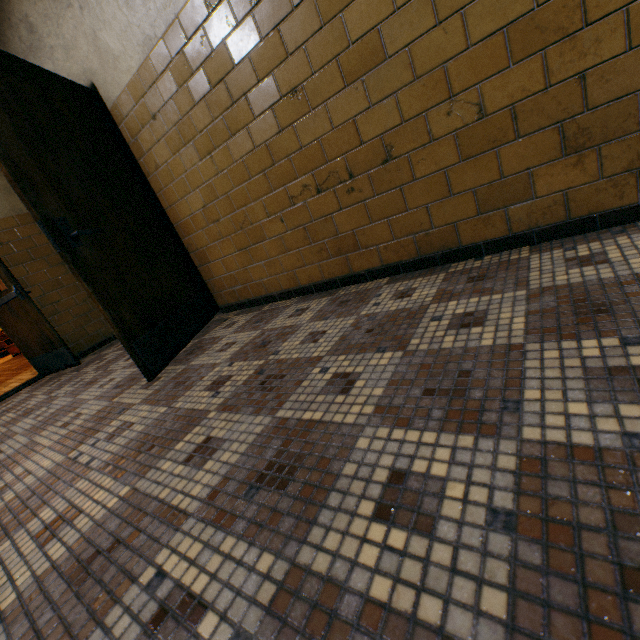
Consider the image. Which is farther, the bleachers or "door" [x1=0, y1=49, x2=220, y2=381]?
the bleachers

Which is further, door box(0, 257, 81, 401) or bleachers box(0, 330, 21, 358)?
bleachers box(0, 330, 21, 358)

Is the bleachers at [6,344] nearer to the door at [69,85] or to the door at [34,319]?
the door at [34,319]

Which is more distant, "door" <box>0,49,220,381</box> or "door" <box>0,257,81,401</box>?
"door" <box>0,257,81,401</box>

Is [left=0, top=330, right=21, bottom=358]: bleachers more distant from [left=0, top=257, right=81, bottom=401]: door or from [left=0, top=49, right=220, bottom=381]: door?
[left=0, top=49, right=220, bottom=381]: door

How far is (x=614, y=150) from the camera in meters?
Result: 1.4

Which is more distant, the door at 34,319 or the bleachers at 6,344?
the bleachers at 6,344

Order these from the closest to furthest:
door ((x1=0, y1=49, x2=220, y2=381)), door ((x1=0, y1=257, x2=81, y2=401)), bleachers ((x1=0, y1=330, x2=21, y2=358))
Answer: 1. door ((x1=0, y1=49, x2=220, y2=381))
2. door ((x1=0, y1=257, x2=81, y2=401))
3. bleachers ((x1=0, y1=330, x2=21, y2=358))
